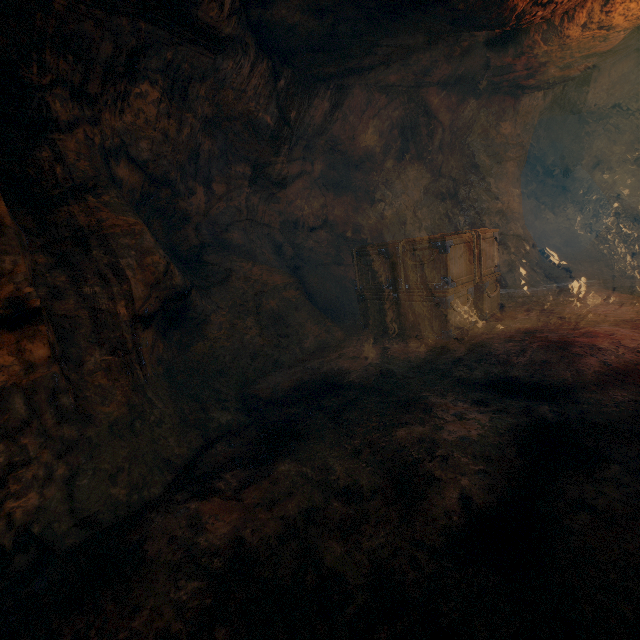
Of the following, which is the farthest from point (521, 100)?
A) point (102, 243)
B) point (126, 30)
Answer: point (102, 243)

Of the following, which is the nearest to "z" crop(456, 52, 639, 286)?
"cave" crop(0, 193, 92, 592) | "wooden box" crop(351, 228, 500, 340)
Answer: "wooden box" crop(351, 228, 500, 340)

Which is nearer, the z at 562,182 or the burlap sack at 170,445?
the burlap sack at 170,445

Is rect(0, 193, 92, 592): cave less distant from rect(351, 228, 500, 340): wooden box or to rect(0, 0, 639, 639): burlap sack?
rect(0, 0, 639, 639): burlap sack

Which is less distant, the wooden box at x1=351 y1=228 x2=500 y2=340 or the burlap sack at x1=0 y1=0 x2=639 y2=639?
the burlap sack at x1=0 y1=0 x2=639 y2=639

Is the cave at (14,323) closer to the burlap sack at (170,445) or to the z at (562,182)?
the burlap sack at (170,445)

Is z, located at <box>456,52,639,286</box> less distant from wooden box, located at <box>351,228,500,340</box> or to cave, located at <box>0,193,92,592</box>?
wooden box, located at <box>351,228,500,340</box>

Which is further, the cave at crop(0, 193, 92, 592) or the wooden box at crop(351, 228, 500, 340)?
the wooden box at crop(351, 228, 500, 340)
